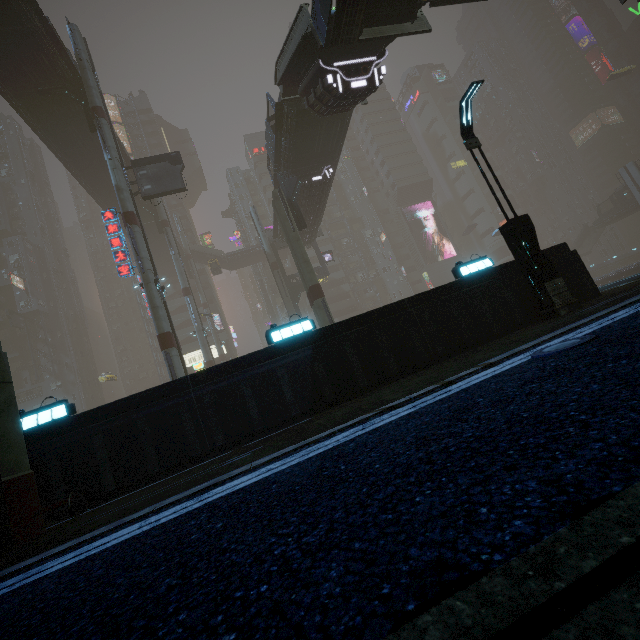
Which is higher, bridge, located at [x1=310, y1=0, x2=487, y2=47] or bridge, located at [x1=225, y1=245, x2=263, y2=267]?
bridge, located at [x1=225, y1=245, x2=263, y2=267]

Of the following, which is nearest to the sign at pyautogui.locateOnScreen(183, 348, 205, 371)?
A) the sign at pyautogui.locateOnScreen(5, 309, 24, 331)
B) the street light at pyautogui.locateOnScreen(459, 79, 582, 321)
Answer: the street light at pyautogui.locateOnScreen(459, 79, 582, 321)

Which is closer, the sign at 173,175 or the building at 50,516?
the building at 50,516

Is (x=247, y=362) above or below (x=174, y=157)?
below

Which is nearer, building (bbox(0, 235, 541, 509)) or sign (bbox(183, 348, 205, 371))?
building (bbox(0, 235, 541, 509))

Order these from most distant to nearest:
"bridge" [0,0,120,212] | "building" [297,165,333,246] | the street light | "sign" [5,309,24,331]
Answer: "sign" [5,309,24,331]
"building" [297,165,333,246]
"bridge" [0,0,120,212]
the street light

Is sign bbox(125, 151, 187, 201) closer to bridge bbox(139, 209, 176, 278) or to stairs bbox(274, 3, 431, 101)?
bridge bbox(139, 209, 176, 278)

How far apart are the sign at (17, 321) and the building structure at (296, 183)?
55.33m
